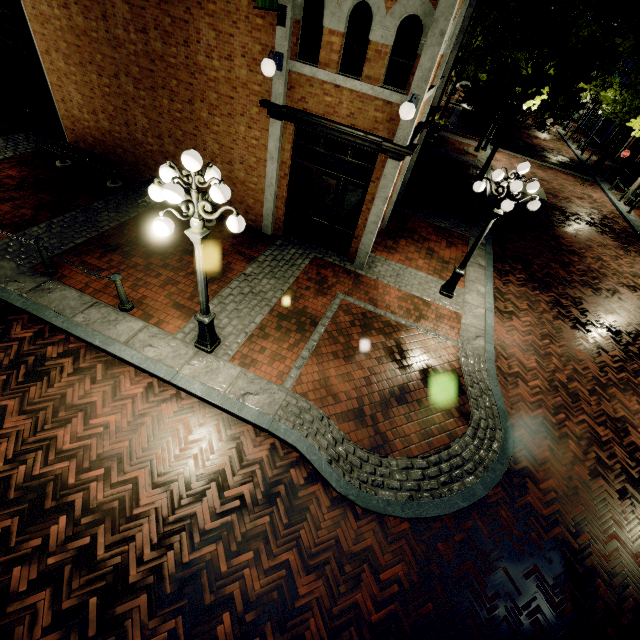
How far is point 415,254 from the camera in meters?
10.6

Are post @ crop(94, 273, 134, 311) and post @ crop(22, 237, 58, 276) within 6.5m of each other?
yes

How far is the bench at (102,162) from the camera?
9.57m

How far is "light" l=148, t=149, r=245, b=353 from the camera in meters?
3.9 m

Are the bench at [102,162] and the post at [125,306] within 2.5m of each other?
no

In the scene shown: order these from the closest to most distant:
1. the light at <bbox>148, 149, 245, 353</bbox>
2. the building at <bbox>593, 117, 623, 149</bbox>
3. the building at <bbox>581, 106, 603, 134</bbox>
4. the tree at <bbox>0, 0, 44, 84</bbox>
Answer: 1. the light at <bbox>148, 149, 245, 353</bbox>
2. the tree at <bbox>0, 0, 44, 84</bbox>
3. the building at <bbox>593, 117, 623, 149</bbox>
4. the building at <bbox>581, 106, 603, 134</bbox>

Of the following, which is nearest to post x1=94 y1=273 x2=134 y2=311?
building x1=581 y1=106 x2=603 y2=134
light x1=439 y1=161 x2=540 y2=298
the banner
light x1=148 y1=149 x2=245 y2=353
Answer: light x1=148 y1=149 x2=245 y2=353

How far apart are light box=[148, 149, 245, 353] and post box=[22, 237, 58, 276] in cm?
365
